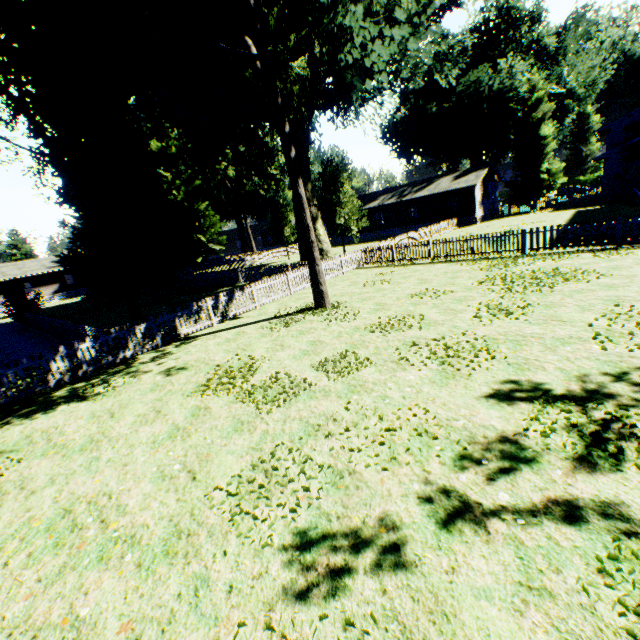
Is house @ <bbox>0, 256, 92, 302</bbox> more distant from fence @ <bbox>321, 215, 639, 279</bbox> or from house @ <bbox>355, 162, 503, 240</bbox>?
house @ <bbox>355, 162, 503, 240</bbox>

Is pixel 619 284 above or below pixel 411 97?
below

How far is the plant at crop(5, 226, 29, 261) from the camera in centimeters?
5875cm

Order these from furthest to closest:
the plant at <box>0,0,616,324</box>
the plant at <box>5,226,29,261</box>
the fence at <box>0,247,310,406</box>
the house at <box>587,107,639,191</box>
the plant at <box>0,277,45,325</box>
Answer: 1. the plant at <box>5,226,29,261</box>
2. the house at <box>587,107,639,191</box>
3. the plant at <box>0,277,45,325</box>
4. the plant at <box>0,0,616,324</box>
5. the fence at <box>0,247,310,406</box>

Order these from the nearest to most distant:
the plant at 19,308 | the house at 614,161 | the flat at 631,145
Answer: the flat at 631,145 < the plant at 19,308 < the house at 614,161

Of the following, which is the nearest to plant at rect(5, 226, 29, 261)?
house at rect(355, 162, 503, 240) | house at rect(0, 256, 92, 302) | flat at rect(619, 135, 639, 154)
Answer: house at rect(355, 162, 503, 240)

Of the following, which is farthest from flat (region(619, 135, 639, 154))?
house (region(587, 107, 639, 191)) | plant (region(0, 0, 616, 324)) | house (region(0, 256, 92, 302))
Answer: house (region(0, 256, 92, 302))

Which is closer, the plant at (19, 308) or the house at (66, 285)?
the plant at (19, 308)
